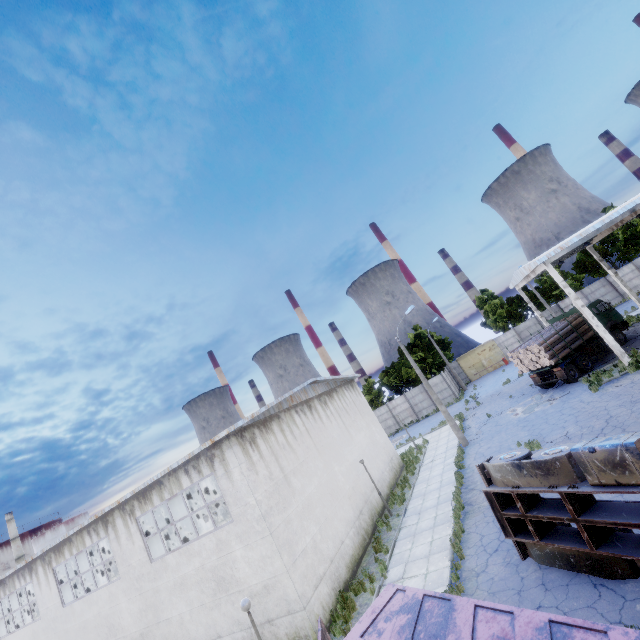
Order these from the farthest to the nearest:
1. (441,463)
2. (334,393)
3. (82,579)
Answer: (334,393), (441,463), (82,579)

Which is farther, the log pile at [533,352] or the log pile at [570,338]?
the log pile at [570,338]

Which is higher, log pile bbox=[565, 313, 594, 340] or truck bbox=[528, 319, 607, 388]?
log pile bbox=[565, 313, 594, 340]

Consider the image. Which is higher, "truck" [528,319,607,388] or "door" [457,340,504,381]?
"door" [457,340,504,381]

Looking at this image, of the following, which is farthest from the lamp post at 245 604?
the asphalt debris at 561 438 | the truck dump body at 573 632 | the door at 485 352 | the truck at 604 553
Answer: the door at 485 352

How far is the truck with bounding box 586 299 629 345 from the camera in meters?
24.0

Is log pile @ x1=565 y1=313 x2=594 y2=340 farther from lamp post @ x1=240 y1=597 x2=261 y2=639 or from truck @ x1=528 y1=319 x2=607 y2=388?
lamp post @ x1=240 y1=597 x2=261 y2=639

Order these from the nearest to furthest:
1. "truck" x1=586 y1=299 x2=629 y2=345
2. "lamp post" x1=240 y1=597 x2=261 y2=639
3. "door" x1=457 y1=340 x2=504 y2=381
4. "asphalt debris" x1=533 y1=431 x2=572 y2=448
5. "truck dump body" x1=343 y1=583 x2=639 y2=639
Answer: "truck dump body" x1=343 y1=583 x2=639 y2=639 < "lamp post" x1=240 y1=597 x2=261 y2=639 < "asphalt debris" x1=533 y1=431 x2=572 y2=448 < "truck" x1=586 y1=299 x2=629 y2=345 < "door" x1=457 y1=340 x2=504 y2=381
